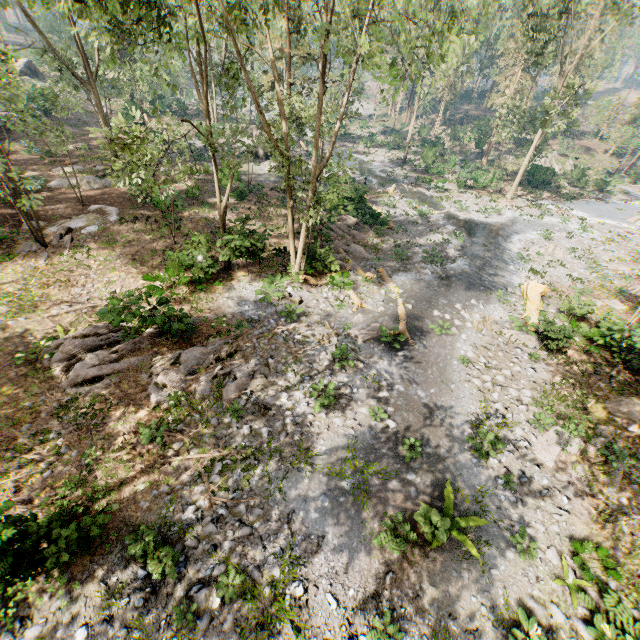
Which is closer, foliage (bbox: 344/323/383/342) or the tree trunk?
foliage (bbox: 344/323/383/342)

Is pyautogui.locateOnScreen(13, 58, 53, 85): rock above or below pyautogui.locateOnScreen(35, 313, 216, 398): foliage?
above

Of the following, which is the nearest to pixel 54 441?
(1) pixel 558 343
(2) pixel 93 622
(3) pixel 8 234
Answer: (2) pixel 93 622

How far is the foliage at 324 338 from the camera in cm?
1501

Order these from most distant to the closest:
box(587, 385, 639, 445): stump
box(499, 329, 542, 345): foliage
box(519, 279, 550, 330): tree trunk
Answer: box(519, 279, 550, 330): tree trunk, box(499, 329, 542, 345): foliage, box(587, 385, 639, 445): stump

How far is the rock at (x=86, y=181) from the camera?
24.3 meters

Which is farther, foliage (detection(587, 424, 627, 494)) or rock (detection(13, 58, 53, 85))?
rock (detection(13, 58, 53, 85))

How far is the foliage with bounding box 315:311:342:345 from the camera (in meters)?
15.01
